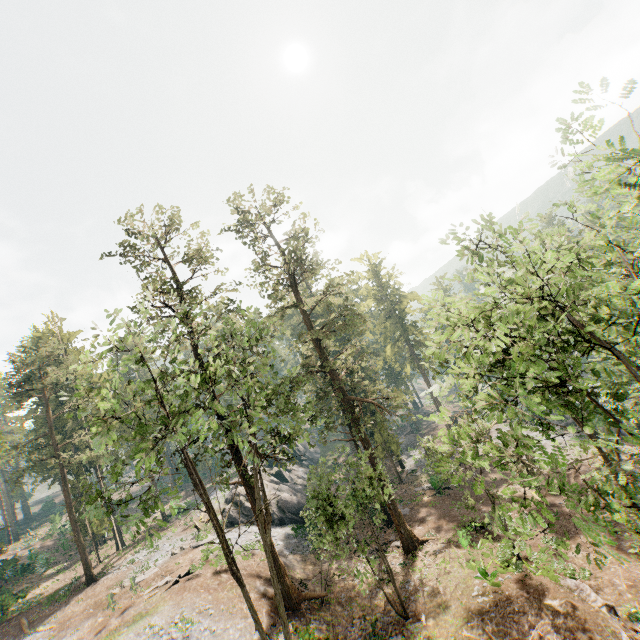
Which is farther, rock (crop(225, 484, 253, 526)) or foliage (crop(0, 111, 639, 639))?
rock (crop(225, 484, 253, 526))

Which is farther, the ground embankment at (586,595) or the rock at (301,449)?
the rock at (301,449)

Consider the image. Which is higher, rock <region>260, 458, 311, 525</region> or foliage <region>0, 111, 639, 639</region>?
foliage <region>0, 111, 639, 639</region>

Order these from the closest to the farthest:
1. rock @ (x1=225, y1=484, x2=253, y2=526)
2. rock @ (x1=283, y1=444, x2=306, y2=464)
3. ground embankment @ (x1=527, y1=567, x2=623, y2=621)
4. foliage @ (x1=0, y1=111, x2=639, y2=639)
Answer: foliage @ (x1=0, y1=111, x2=639, y2=639) → ground embankment @ (x1=527, y1=567, x2=623, y2=621) → rock @ (x1=225, y1=484, x2=253, y2=526) → rock @ (x1=283, y1=444, x2=306, y2=464)

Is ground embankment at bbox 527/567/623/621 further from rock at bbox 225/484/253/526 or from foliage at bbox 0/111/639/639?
rock at bbox 225/484/253/526

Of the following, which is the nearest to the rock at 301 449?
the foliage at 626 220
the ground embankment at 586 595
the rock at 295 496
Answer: the rock at 295 496

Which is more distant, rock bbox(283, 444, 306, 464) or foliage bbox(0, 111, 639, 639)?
rock bbox(283, 444, 306, 464)

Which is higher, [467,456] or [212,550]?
[467,456]
